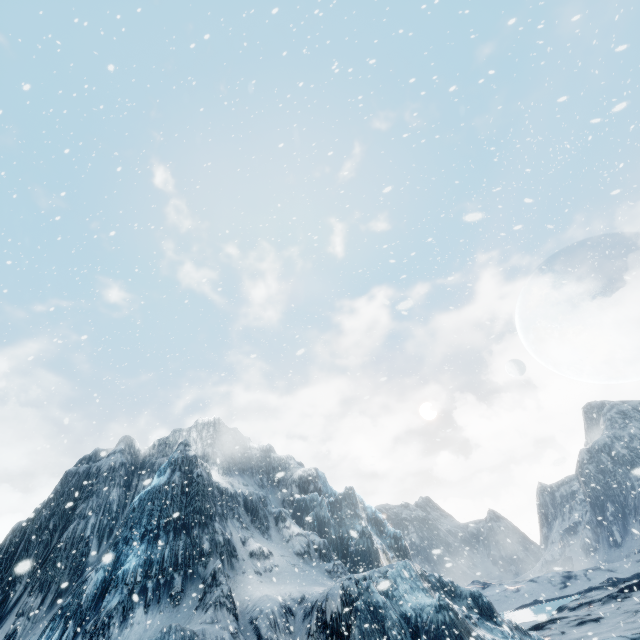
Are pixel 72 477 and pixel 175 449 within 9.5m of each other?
no
